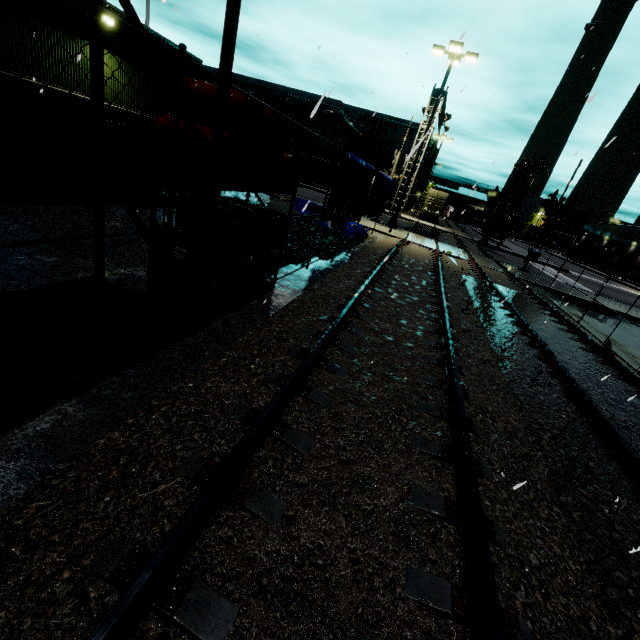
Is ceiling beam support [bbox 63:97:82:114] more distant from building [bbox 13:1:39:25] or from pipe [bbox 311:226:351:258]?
pipe [bbox 311:226:351:258]

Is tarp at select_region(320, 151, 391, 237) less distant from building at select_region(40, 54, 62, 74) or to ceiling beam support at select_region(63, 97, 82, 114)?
building at select_region(40, 54, 62, 74)

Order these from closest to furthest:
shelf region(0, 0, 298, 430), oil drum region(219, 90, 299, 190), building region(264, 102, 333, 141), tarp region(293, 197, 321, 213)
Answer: shelf region(0, 0, 298, 430)
oil drum region(219, 90, 299, 190)
tarp region(293, 197, 321, 213)
building region(264, 102, 333, 141)

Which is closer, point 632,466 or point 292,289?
point 632,466

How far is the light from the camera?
16.3 meters

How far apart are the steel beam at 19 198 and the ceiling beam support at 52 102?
0.5 meters

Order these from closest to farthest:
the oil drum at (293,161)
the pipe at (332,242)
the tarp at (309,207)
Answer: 1. the oil drum at (293,161)
2. the pipe at (332,242)
3. the tarp at (309,207)

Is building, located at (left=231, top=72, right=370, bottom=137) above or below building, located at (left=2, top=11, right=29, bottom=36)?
above
